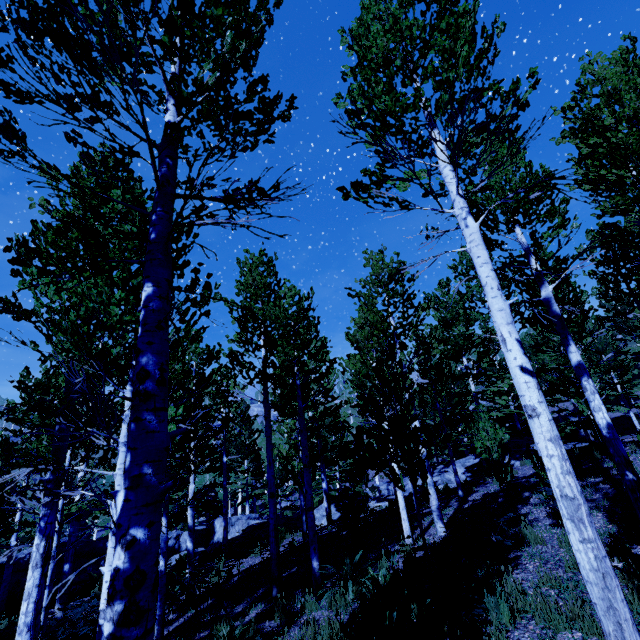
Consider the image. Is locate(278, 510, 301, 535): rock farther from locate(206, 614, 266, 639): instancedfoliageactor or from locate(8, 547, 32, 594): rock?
locate(8, 547, 32, 594): rock

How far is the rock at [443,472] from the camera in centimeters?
1732cm

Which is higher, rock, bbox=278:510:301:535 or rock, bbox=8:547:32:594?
rock, bbox=278:510:301:535

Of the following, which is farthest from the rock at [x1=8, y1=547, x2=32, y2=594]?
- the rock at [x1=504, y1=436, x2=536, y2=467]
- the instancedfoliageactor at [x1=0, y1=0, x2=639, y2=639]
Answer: the rock at [x1=504, y1=436, x2=536, y2=467]

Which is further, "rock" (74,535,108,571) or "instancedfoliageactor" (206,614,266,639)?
"rock" (74,535,108,571)

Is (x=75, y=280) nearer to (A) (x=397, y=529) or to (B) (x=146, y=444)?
(B) (x=146, y=444)

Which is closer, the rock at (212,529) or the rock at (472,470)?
the rock at (472,470)
